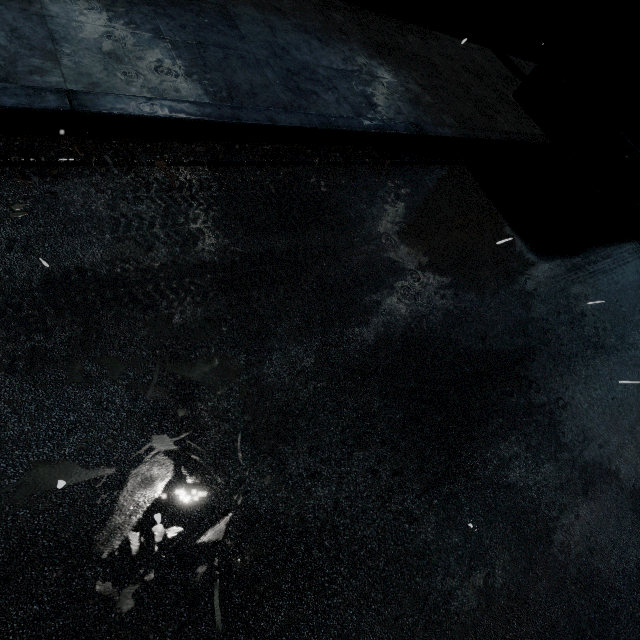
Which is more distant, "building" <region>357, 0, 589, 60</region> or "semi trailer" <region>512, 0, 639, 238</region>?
"building" <region>357, 0, 589, 60</region>

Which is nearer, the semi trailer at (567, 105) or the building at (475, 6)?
the semi trailer at (567, 105)

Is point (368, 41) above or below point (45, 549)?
above
